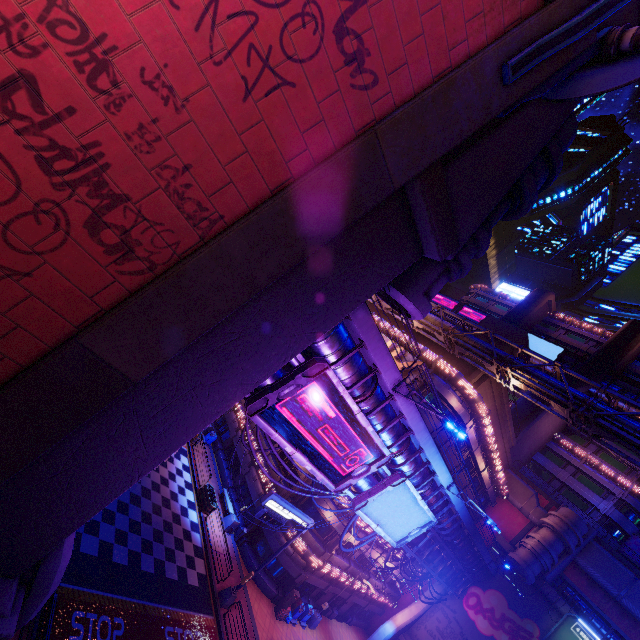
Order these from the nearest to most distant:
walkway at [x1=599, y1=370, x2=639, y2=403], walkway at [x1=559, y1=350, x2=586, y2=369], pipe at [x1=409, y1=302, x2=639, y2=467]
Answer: pipe at [x1=409, y1=302, x2=639, y2=467] < walkway at [x1=599, y1=370, x2=639, y2=403] < walkway at [x1=559, y1=350, x2=586, y2=369]

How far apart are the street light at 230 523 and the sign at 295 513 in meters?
5.0

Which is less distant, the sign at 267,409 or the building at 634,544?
the sign at 267,409

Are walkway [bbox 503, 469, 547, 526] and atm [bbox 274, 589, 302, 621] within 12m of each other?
no

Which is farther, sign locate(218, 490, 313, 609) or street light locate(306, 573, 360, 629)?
street light locate(306, 573, 360, 629)

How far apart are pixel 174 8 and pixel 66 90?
1.8m

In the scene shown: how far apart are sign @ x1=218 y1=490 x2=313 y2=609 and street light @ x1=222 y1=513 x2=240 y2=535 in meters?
5.0

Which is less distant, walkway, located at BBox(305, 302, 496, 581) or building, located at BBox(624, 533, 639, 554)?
walkway, located at BBox(305, 302, 496, 581)
